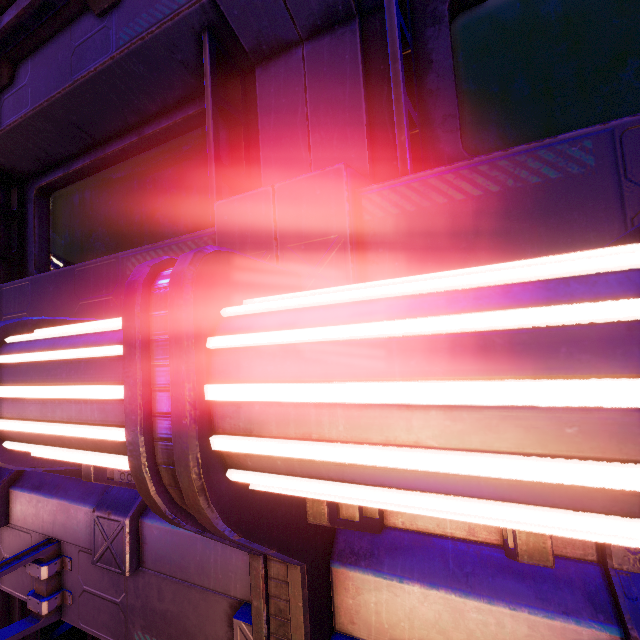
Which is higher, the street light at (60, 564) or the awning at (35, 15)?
the awning at (35, 15)

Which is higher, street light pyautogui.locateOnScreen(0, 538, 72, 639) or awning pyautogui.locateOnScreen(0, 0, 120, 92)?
awning pyautogui.locateOnScreen(0, 0, 120, 92)

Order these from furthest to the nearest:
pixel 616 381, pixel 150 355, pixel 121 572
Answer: pixel 121 572
pixel 150 355
pixel 616 381
